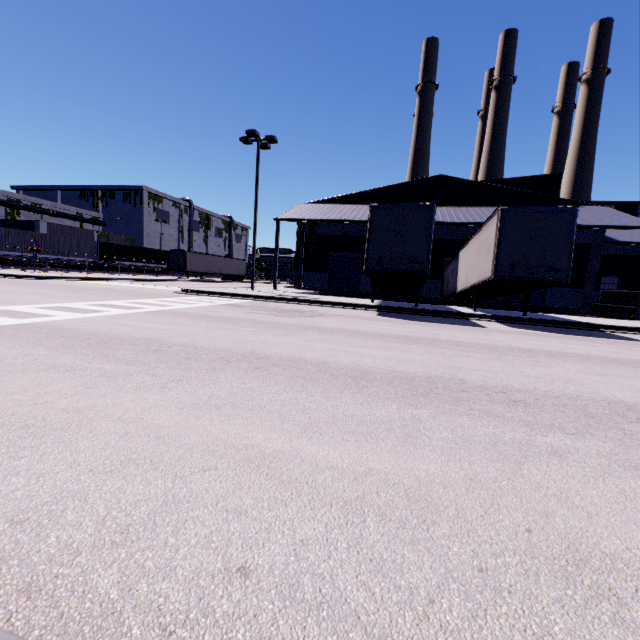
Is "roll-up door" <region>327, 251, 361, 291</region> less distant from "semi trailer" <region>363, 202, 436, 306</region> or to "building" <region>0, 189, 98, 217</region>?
"building" <region>0, 189, 98, 217</region>

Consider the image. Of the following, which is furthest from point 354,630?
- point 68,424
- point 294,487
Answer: point 68,424

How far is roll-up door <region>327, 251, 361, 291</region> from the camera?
29.4 meters

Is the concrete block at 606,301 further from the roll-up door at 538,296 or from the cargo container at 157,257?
the cargo container at 157,257

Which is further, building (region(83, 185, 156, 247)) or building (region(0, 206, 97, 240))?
building (region(83, 185, 156, 247))

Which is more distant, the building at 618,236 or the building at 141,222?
the building at 141,222

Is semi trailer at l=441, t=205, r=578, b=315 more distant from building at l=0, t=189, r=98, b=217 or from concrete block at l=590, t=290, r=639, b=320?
concrete block at l=590, t=290, r=639, b=320
